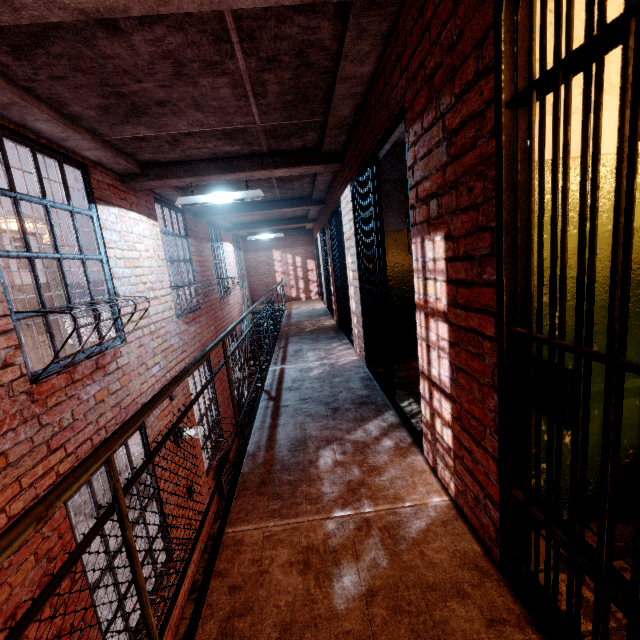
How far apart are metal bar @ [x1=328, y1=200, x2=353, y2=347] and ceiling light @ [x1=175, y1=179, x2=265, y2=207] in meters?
1.1

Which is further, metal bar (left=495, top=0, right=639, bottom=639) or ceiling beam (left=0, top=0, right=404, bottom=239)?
ceiling beam (left=0, top=0, right=404, bottom=239)

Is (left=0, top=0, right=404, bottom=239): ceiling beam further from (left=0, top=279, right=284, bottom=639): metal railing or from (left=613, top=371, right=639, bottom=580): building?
(left=0, top=279, right=284, bottom=639): metal railing

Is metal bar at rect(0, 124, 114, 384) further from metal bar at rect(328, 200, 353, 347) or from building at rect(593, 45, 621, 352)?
metal bar at rect(328, 200, 353, 347)

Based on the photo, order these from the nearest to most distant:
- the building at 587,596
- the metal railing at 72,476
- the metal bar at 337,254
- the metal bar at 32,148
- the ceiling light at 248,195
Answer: the metal railing at 72,476
the building at 587,596
the metal bar at 32,148
the ceiling light at 248,195
the metal bar at 337,254

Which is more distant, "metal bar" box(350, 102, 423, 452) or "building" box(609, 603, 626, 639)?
"metal bar" box(350, 102, 423, 452)

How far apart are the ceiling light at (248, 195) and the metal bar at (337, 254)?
1.1m

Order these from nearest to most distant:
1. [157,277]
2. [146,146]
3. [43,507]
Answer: [43,507] → [146,146] → [157,277]
